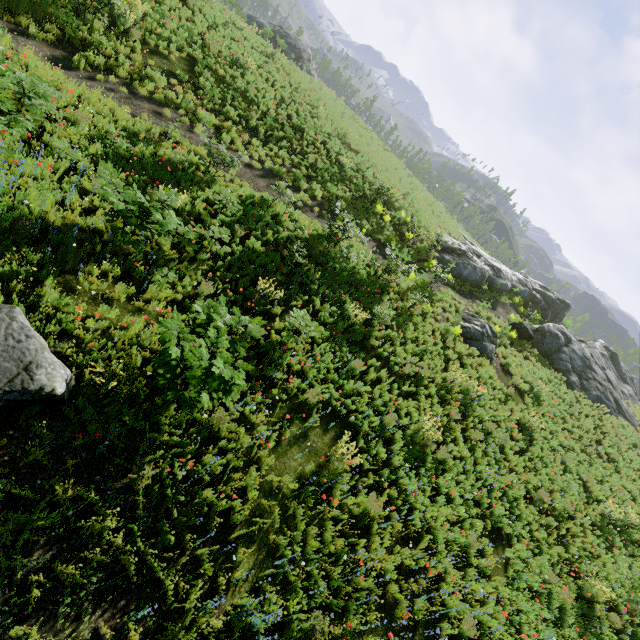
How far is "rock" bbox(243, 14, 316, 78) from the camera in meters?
35.7

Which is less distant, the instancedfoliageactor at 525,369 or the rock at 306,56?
the instancedfoliageactor at 525,369

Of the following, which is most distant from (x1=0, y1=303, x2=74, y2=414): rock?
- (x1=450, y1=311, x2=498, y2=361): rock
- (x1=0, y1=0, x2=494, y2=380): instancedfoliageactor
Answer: (x1=450, y1=311, x2=498, y2=361): rock

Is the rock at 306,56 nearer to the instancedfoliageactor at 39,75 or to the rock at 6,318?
the instancedfoliageactor at 39,75

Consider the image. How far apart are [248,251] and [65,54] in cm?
911

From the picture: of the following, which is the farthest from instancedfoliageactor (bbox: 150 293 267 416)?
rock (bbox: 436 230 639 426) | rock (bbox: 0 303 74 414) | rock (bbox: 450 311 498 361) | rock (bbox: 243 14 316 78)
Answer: rock (bbox: 436 230 639 426)

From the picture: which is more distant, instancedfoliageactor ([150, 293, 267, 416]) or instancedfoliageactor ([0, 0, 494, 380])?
instancedfoliageactor ([0, 0, 494, 380])

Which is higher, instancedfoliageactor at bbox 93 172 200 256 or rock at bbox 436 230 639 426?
rock at bbox 436 230 639 426
